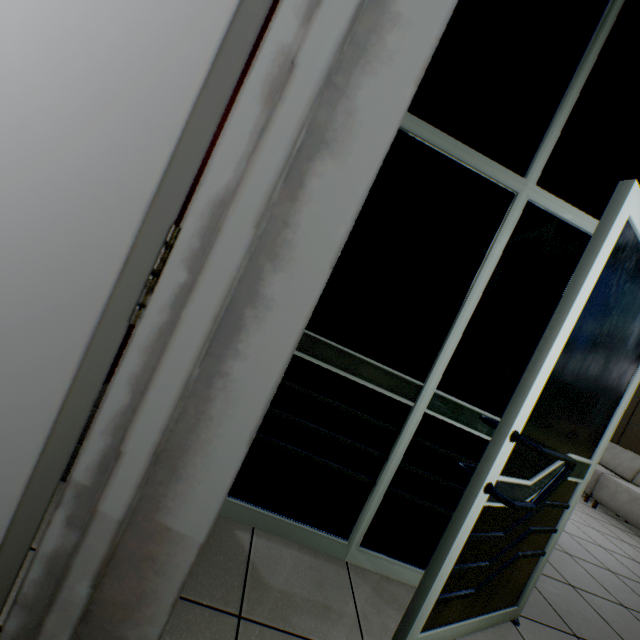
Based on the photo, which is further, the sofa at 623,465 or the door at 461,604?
the sofa at 623,465

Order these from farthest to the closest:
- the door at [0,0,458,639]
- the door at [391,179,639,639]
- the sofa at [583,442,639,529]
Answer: the sofa at [583,442,639,529] → the door at [391,179,639,639] → the door at [0,0,458,639]

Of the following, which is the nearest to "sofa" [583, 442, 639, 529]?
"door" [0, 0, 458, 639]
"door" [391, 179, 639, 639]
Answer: "door" [391, 179, 639, 639]

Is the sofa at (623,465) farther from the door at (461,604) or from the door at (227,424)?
the door at (227,424)

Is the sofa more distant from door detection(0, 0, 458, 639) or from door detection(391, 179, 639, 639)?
door detection(0, 0, 458, 639)

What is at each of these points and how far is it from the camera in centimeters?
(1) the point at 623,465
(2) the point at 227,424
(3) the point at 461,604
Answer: (1) sofa, 564cm
(2) door, 54cm
(3) door, 140cm
